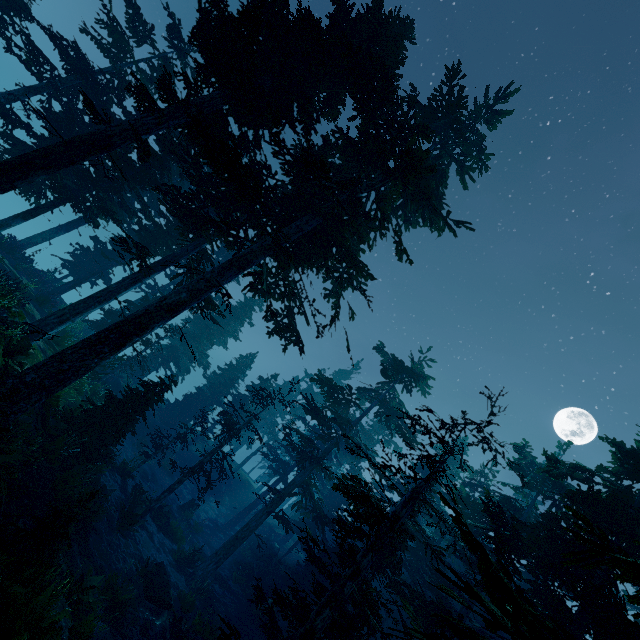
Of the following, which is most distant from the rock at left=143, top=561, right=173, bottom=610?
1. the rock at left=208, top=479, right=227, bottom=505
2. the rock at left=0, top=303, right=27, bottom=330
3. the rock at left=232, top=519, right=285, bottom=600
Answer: the rock at left=208, top=479, right=227, bottom=505

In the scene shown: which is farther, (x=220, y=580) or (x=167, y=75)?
(x=220, y=580)

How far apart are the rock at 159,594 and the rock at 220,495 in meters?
20.2 m

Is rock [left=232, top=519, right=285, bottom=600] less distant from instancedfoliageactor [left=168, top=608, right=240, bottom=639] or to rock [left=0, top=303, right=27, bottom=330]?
instancedfoliageactor [left=168, top=608, right=240, bottom=639]

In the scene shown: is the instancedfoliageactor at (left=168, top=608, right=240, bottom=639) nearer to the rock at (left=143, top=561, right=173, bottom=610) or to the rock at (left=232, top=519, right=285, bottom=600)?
the rock at (left=143, top=561, right=173, bottom=610)

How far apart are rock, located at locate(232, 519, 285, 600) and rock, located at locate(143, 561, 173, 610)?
13.90m

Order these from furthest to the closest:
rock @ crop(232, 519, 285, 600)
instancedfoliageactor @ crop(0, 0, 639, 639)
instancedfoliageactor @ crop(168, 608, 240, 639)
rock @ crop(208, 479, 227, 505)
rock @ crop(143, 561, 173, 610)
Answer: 1. rock @ crop(208, 479, 227, 505)
2. rock @ crop(232, 519, 285, 600)
3. rock @ crop(143, 561, 173, 610)
4. instancedfoliageactor @ crop(0, 0, 639, 639)
5. instancedfoliageactor @ crop(168, 608, 240, 639)

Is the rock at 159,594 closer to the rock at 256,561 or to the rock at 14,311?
the rock at 14,311
